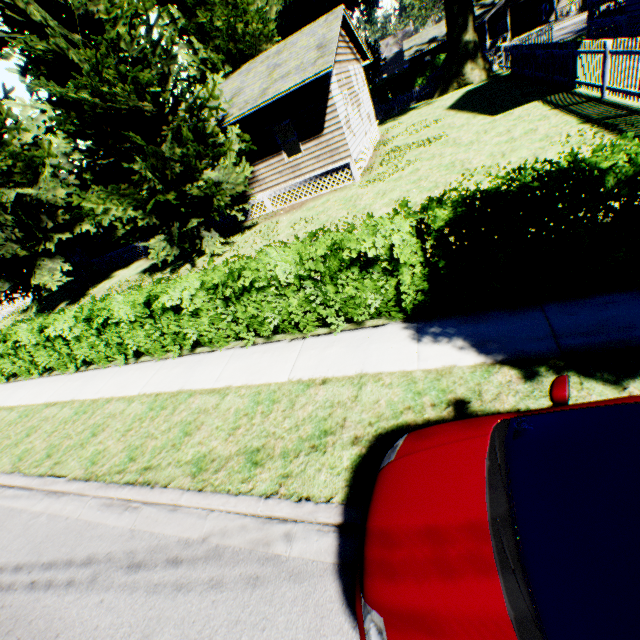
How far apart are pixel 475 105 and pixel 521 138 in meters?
10.1

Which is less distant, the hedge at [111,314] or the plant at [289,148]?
the hedge at [111,314]

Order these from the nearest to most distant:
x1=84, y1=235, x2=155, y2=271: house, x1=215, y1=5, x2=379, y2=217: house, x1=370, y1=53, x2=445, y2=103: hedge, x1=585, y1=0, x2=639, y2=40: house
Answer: x1=215, y1=5, x2=379, y2=217: house, x1=585, y1=0, x2=639, y2=40: house, x1=84, y1=235, x2=155, y2=271: house, x1=370, y1=53, x2=445, y2=103: hedge

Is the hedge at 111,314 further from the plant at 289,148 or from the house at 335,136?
the house at 335,136

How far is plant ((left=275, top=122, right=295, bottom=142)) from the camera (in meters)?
20.78

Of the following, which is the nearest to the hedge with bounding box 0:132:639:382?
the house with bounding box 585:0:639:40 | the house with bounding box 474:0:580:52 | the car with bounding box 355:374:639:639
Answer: the car with bounding box 355:374:639:639

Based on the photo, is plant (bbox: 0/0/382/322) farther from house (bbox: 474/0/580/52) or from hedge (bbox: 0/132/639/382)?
hedge (bbox: 0/132/639/382)

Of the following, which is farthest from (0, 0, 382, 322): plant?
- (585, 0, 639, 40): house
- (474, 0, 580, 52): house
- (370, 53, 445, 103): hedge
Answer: (370, 53, 445, 103): hedge
